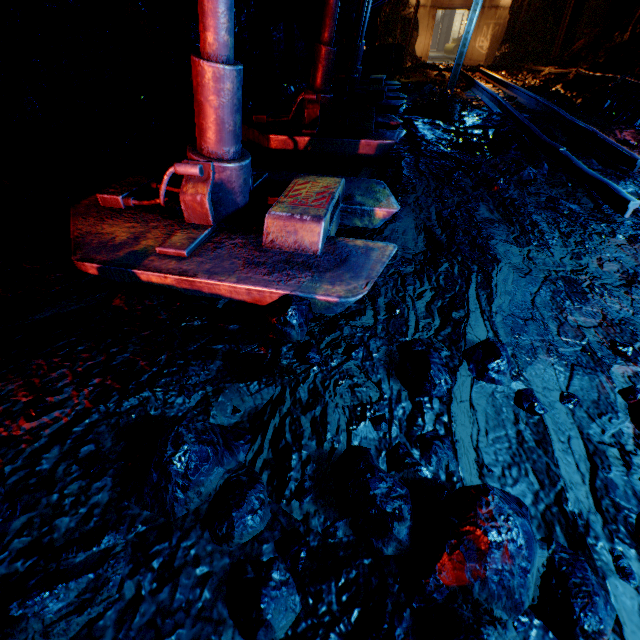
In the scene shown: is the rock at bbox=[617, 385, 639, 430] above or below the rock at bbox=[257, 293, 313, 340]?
below

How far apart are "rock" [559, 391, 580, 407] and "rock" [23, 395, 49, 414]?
1.9m

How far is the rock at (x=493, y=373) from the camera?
1.3 meters

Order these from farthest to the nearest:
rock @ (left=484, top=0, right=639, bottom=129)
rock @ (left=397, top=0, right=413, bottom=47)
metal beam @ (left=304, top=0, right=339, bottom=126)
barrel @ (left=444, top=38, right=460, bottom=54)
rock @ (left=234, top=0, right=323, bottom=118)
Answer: barrel @ (left=444, top=38, right=460, bottom=54)
rock @ (left=397, top=0, right=413, bottom=47)
rock @ (left=484, top=0, right=639, bottom=129)
rock @ (left=234, top=0, right=323, bottom=118)
metal beam @ (left=304, top=0, right=339, bottom=126)

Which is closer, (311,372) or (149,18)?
(311,372)

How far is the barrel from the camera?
30.20m

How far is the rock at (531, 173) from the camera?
3.02m

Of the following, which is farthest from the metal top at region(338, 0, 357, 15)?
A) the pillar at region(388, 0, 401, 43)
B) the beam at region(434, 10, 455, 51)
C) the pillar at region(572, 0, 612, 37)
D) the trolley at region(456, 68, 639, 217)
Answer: the beam at region(434, 10, 455, 51)
